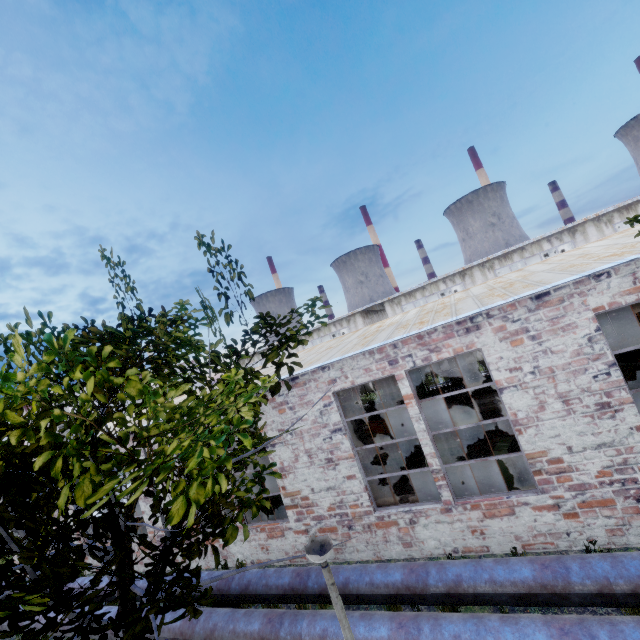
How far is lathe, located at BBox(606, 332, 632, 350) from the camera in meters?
14.3

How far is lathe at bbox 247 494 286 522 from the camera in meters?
11.0 m

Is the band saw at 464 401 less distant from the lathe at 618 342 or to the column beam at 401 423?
the column beam at 401 423

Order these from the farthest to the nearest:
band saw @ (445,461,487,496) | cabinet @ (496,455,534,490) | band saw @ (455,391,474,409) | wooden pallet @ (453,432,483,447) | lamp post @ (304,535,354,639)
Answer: band saw @ (455,391,474,409) < wooden pallet @ (453,432,483,447) < band saw @ (445,461,487,496) < cabinet @ (496,455,534,490) < lamp post @ (304,535,354,639)

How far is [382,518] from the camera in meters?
7.9

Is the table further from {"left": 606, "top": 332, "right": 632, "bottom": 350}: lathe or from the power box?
{"left": 606, "top": 332, "right": 632, "bottom": 350}: lathe

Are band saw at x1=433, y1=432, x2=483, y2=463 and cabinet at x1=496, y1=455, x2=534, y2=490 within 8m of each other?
yes

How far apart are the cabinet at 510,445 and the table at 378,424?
8.9m
